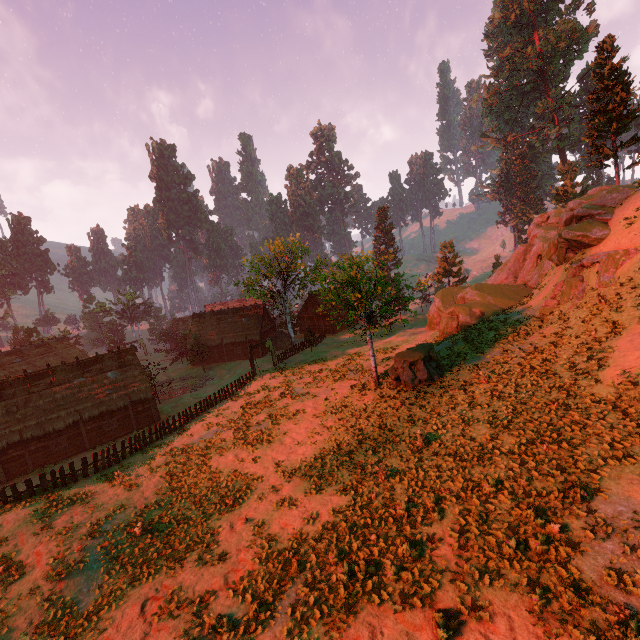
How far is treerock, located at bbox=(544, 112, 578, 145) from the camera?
55.2m

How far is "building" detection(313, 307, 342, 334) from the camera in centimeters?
5778cm

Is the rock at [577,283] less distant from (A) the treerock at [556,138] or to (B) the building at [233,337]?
(A) the treerock at [556,138]

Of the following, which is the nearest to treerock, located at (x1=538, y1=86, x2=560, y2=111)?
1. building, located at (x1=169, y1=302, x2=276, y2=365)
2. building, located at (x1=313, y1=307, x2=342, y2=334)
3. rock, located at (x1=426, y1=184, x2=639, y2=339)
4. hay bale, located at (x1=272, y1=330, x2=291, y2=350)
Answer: building, located at (x1=169, y1=302, x2=276, y2=365)

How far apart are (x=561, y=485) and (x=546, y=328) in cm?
1426

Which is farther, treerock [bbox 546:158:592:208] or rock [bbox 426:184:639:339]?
treerock [bbox 546:158:592:208]
